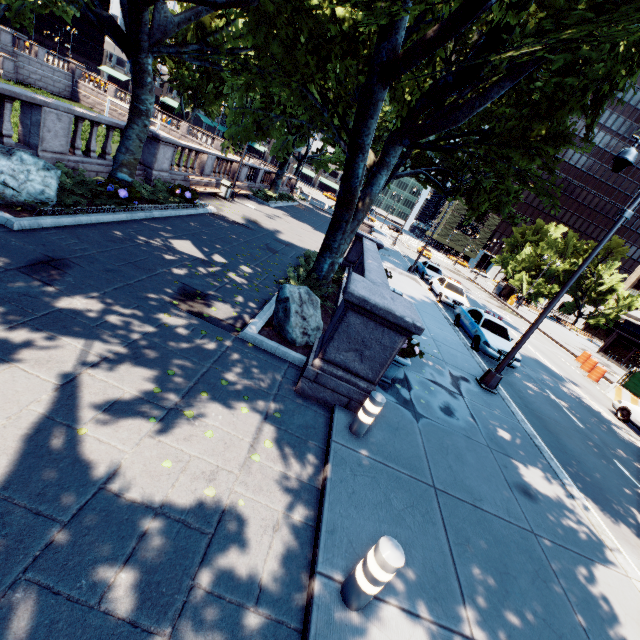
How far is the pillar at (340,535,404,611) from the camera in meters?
2.9 m

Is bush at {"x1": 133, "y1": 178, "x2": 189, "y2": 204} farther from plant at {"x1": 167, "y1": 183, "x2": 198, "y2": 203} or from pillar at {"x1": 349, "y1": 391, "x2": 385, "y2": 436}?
pillar at {"x1": 349, "y1": 391, "x2": 385, "y2": 436}

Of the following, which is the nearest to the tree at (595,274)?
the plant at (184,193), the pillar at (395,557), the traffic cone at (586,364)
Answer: the plant at (184,193)

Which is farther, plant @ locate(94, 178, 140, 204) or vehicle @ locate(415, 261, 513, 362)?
vehicle @ locate(415, 261, 513, 362)

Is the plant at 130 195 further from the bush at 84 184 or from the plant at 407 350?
the plant at 407 350

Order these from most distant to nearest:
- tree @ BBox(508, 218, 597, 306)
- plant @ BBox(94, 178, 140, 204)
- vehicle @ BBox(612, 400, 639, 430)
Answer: tree @ BBox(508, 218, 597, 306) → vehicle @ BBox(612, 400, 639, 430) → plant @ BBox(94, 178, 140, 204)

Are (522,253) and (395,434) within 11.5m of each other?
no

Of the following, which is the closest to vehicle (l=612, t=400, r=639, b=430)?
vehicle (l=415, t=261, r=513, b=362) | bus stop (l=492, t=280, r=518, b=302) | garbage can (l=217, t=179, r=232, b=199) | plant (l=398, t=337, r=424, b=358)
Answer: vehicle (l=415, t=261, r=513, b=362)
